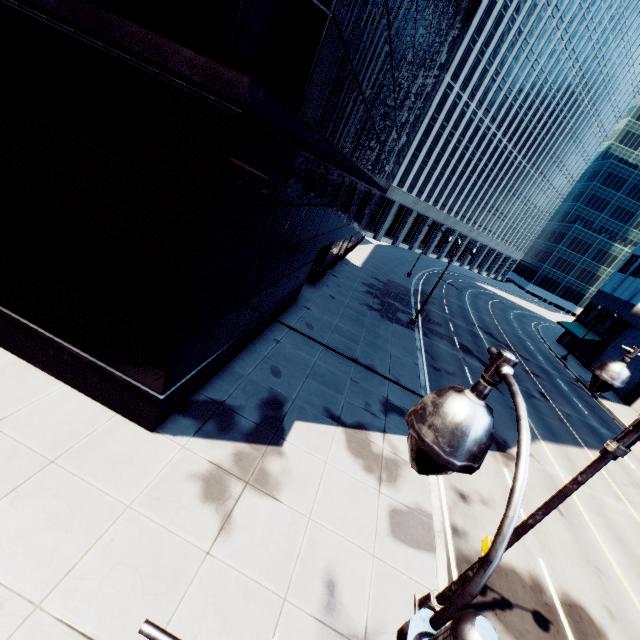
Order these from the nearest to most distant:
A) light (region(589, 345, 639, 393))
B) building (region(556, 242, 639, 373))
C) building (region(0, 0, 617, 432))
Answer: light (region(589, 345, 639, 393)) < building (region(0, 0, 617, 432)) < building (region(556, 242, 639, 373))

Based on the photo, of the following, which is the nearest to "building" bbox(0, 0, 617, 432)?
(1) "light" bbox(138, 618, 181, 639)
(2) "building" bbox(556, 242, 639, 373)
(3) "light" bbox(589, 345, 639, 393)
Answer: (1) "light" bbox(138, 618, 181, 639)

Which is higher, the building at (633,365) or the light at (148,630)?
the light at (148,630)

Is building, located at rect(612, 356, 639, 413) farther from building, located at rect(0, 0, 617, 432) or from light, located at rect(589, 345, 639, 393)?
building, located at rect(0, 0, 617, 432)

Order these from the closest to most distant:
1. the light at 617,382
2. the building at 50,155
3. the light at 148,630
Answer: the light at 148,630 < the light at 617,382 < the building at 50,155

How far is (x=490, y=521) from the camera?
11.3 meters

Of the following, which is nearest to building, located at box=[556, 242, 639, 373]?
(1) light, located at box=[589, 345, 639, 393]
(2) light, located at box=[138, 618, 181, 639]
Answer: (1) light, located at box=[589, 345, 639, 393]

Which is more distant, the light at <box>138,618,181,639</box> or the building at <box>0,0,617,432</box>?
the building at <box>0,0,617,432</box>
